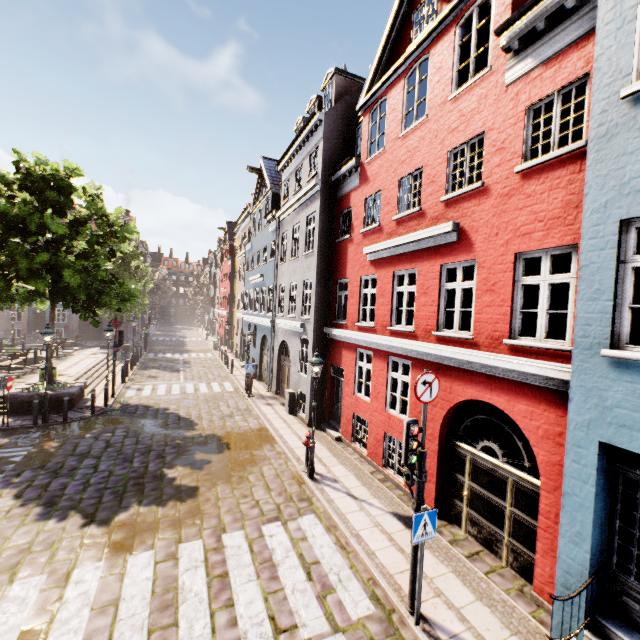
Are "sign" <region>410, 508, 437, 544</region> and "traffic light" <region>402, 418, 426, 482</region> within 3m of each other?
yes

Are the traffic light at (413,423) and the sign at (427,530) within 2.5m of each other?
yes

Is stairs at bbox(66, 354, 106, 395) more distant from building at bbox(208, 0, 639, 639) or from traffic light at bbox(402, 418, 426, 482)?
traffic light at bbox(402, 418, 426, 482)

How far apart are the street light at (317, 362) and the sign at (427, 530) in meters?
4.8 m

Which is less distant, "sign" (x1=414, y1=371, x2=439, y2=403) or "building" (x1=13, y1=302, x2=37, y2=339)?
"sign" (x1=414, y1=371, x2=439, y2=403)

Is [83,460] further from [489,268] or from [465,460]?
[489,268]

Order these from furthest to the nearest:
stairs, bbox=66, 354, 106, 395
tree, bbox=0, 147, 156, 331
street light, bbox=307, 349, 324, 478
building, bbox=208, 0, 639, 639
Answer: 1. stairs, bbox=66, 354, 106, 395
2. tree, bbox=0, 147, 156, 331
3. street light, bbox=307, 349, 324, 478
4. building, bbox=208, 0, 639, 639

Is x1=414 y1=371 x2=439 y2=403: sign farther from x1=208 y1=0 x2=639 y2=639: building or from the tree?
the tree
